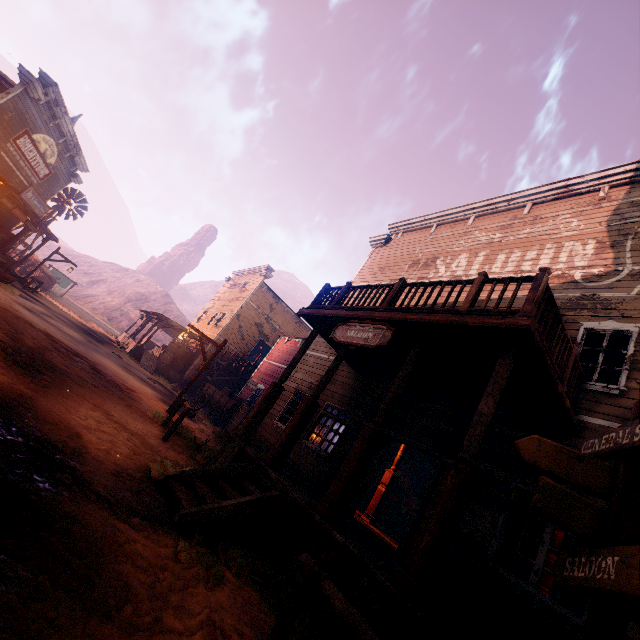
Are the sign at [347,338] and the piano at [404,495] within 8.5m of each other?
no

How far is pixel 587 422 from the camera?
6.07m

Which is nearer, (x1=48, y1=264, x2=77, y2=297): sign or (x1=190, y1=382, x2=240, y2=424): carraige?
(x1=190, y1=382, x2=240, y2=424): carraige

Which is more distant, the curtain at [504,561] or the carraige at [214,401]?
the carraige at [214,401]

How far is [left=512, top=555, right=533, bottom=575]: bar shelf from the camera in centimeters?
1370cm

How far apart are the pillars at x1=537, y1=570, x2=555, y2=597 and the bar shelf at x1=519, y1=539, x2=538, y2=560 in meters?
8.4

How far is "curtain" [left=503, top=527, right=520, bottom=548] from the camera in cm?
571

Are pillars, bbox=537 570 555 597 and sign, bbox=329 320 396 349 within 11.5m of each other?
yes
